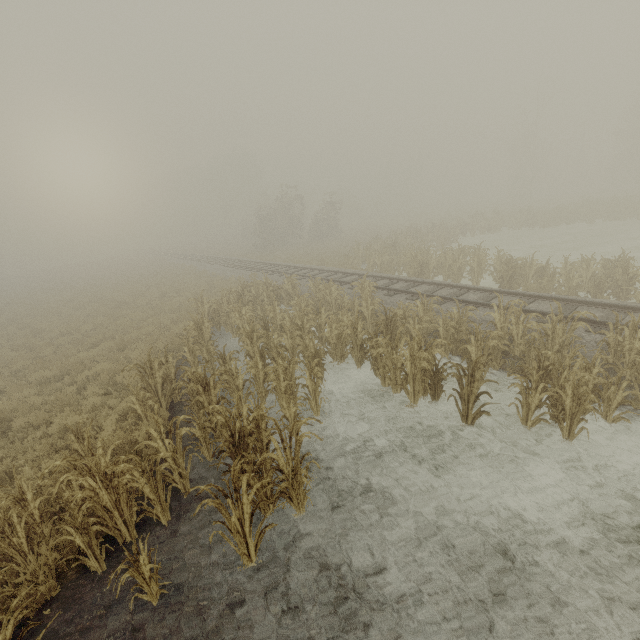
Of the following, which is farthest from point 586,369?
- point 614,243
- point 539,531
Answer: point 614,243

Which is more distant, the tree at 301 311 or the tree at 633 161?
the tree at 633 161

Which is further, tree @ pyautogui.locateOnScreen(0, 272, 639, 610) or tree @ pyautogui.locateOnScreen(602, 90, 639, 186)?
tree @ pyautogui.locateOnScreen(602, 90, 639, 186)

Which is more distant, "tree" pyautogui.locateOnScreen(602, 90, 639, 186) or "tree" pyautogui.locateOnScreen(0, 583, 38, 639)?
"tree" pyautogui.locateOnScreen(602, 90, 639, 186)

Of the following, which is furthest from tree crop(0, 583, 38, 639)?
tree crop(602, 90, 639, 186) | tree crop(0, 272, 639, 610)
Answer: tree crop(602, 90, 639, 186)

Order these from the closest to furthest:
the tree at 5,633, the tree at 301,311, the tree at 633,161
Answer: the tree at 5,633
the tree at 301,311
the tree at 633,161

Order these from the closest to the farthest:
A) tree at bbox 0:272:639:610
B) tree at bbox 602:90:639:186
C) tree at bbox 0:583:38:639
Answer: tree at bbox 0:583:38:639 < tree at bbox 0:272:639:610 < tree at bbox 602:90:639:186

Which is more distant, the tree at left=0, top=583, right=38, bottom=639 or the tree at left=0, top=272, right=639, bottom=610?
the tree at left=0, top=272, right=639, bottom=610
